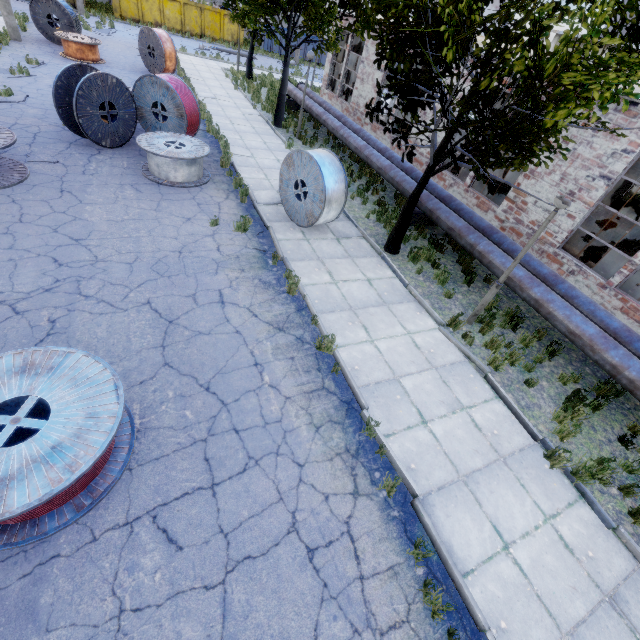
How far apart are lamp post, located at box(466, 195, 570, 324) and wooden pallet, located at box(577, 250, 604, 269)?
8.07m

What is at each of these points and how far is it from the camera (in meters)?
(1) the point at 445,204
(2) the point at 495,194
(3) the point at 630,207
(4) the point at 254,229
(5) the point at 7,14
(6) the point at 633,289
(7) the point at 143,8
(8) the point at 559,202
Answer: (1) pipe, 11.09
(2) lathe, 13.80
(3) lathe, 16.80
(4) asphalt debris, 9.05
(5) lamp post, 16.31
(6) band saw, 9.49
(7) garbage container, 29.44
(8) lamp post, 5.96

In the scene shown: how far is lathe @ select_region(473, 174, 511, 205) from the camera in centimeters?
1356cm

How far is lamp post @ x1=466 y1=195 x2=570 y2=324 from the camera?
6.1m

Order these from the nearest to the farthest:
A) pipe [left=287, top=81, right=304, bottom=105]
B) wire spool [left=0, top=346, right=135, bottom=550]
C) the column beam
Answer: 1. wire spool [left=0, top=346, right=135, bottom=550]
2. the column beam
3. pipe [left=287, top=81, right=304, bottom=105]

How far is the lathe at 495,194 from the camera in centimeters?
1356cm

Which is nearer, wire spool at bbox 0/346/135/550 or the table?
wire spool at bbox 0/346/135/550

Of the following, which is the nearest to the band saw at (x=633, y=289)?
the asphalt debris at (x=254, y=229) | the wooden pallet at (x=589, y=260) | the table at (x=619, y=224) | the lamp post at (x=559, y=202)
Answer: the wooden pallet at (x=589, y=260)
